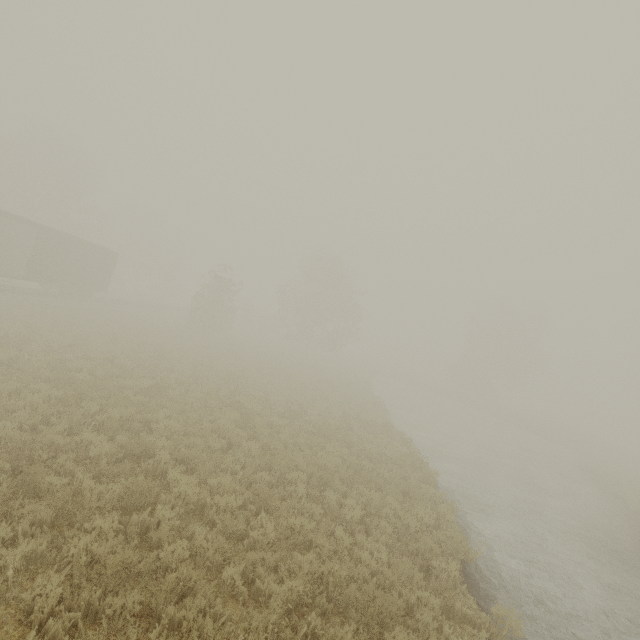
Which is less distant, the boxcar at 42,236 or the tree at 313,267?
the boxcar at 42,236

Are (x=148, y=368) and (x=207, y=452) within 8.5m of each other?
yes

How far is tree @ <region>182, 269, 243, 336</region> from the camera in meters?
30.2 m

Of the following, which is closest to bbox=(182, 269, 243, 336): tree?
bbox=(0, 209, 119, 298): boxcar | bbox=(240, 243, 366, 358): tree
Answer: bbox=(0, 209, 119, 298): boxcar

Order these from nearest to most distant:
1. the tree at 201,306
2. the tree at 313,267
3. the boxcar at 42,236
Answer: the boxcar at 42,236 < the tree at 201,306 < the tree at 313,267

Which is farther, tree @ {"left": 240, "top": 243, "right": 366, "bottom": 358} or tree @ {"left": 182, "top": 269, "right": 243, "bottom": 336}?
tree @ {"left": 240, "top": 243, "right": 366, "bottom": 358}

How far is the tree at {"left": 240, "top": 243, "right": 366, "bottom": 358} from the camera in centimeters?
4041cm

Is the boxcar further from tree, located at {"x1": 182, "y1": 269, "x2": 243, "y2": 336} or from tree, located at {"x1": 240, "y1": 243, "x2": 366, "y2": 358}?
tree, located at {"x1": 240, "y1": 243, "x2": 366, "y2": 358}
